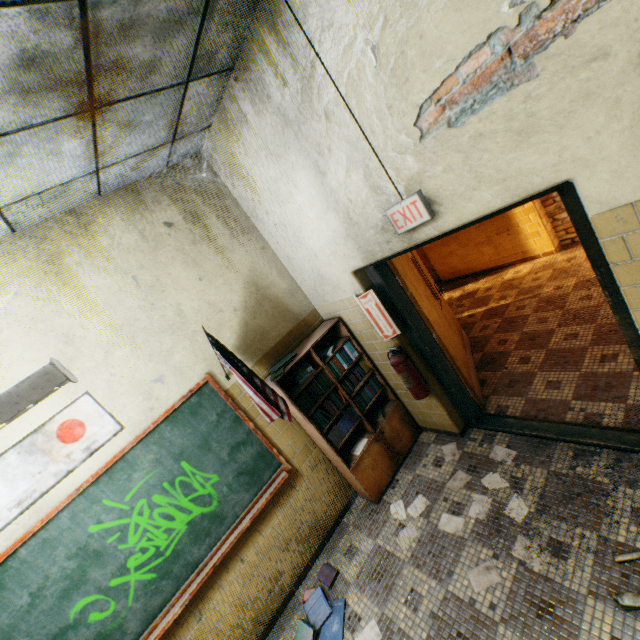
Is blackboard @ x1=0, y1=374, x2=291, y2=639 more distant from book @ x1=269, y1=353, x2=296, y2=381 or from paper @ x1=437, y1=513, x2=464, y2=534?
paper @ x1=437, y1=513, x2=464, y2=534

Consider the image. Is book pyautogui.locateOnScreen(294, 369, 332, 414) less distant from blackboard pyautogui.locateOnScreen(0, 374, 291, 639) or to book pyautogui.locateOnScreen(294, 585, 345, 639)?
blackboard pyautogui.locateOnScreen(0, 374, 291, 639)

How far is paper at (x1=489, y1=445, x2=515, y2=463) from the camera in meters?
3.0

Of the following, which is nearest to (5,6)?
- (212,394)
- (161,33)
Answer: (161,33)

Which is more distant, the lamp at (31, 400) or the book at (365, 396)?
the book at (365, 396)

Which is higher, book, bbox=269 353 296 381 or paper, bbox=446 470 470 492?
book, bbox=269 353 296 381

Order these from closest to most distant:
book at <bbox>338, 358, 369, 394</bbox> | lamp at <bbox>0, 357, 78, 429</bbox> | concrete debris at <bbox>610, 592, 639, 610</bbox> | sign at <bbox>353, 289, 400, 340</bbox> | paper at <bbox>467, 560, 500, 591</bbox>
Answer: lamp at <bbox>0, 357, 78, 429</bbox>
concrete debris at <bbox>610, 592, 639, 610</bbox>
paper at <bbox>467, 560, 500, 591</bbox>
sign at <bbox>353, 289, 400, 340</bbox>
book at <bbox>338, 358, 369, 394</bbox>

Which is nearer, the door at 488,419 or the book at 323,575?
the door at 488,419
